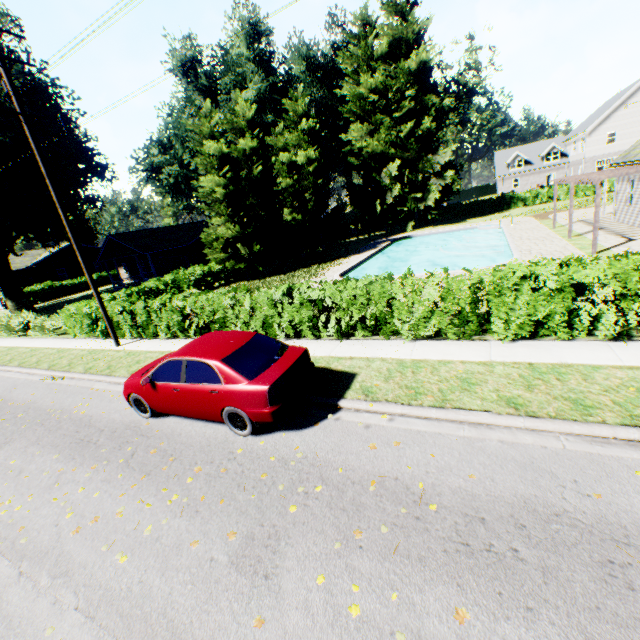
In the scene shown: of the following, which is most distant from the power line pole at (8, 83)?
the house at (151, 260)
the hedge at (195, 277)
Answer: the house at (151, 260)

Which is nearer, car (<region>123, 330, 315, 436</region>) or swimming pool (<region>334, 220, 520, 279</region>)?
car (<region>123, 330, 315, 436</region>)

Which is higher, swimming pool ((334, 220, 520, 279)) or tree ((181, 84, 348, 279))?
tree ((181, 84, 348, 279))

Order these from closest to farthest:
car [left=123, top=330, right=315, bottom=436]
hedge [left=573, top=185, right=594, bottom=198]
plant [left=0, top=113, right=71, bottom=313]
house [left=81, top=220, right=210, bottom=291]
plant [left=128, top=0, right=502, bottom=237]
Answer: car [left=123, top=330, right=315, bottom=436], plant [left=0, top=113, right=71, bottom=313], house [left=81, top=220, right=210, bottom=291], plant [left=128, top=0, right=502, bottom=237], hedge [left=573, top=185, right=594, bottom=198]

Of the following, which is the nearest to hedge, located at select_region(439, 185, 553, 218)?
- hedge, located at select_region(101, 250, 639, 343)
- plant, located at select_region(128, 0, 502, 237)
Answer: plant, located at select_region(128, 0, 502, 237)

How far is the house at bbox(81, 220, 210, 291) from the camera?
30.8 meters

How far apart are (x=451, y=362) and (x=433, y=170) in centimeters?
3423cm

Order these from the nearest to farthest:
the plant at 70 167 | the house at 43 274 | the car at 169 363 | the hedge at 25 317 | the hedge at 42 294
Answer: the car at 169 363, the hedge at 25 317, the plant at 70 167, the hedge at 42 294, the house at 43 274
